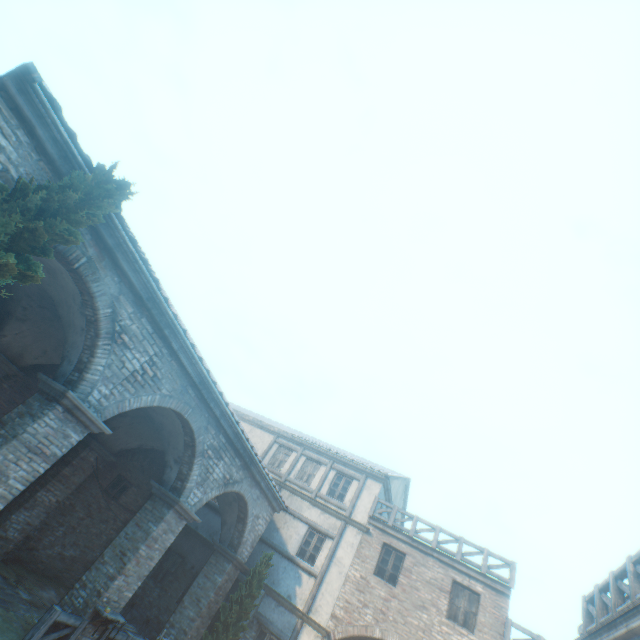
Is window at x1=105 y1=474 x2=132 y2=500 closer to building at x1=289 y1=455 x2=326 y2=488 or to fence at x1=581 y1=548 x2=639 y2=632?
building at x1=289 y1=455 x2=326 y2=488

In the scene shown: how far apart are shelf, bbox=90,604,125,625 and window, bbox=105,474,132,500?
5.93m

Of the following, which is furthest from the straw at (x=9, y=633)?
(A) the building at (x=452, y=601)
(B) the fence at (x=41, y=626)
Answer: (B) the fence at (x=41, y=626)

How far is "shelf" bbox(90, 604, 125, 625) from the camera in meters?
7.9

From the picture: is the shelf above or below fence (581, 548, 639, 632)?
below

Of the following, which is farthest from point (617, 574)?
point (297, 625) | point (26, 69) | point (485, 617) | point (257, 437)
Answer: point (257, 437)

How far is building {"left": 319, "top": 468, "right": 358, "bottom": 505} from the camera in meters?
16.6 m

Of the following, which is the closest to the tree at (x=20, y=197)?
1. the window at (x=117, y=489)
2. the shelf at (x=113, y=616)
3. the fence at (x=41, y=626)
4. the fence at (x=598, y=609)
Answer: the shelf at (x=113, y=616)
